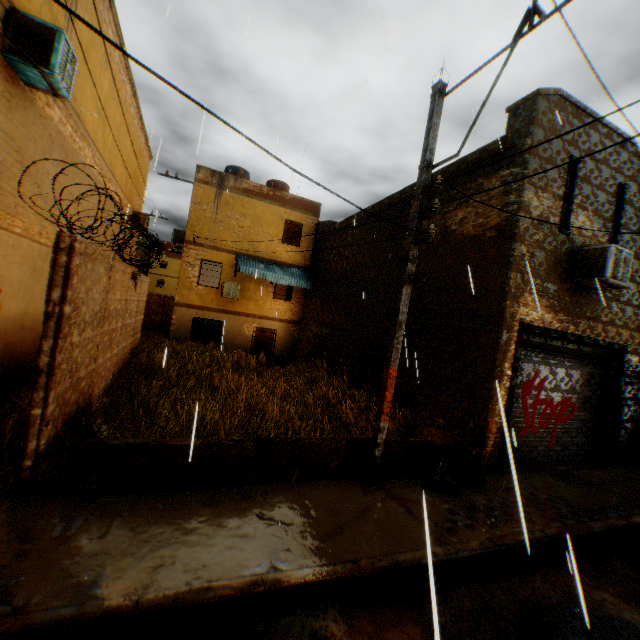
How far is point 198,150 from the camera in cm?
285

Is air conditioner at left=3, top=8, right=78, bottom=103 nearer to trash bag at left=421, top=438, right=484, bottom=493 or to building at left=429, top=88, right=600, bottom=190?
building at left=429, top=88, right=600, bottom=190

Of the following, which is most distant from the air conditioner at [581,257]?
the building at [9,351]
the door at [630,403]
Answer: the door at [630,403]

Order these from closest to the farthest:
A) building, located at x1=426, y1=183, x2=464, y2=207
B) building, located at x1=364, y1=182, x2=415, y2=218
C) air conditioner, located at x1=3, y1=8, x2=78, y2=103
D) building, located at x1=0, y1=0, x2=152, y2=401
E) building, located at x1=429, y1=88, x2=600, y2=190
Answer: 1. air conditioner, located at x1=3, y1=8, x2=78, y2=103
2. building, located at x1=0, y1=0, x2=152, y2=401
3. building, located at x1=429, y1=88, x2=600, y2=190
4. building, located at x1=426, y1=183, x2=464, y2=207
5. building, located at x1=364, y1=182, x2=415, y2=218

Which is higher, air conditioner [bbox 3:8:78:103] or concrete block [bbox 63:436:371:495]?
air conditioner [bbox 3:8:78:103]

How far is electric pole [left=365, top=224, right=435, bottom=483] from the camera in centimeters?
559cm

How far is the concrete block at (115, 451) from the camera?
4.2 meters

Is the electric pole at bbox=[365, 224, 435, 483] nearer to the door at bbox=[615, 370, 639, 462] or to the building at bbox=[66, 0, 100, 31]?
the building at bbox=[66, 0, 100, 31]
